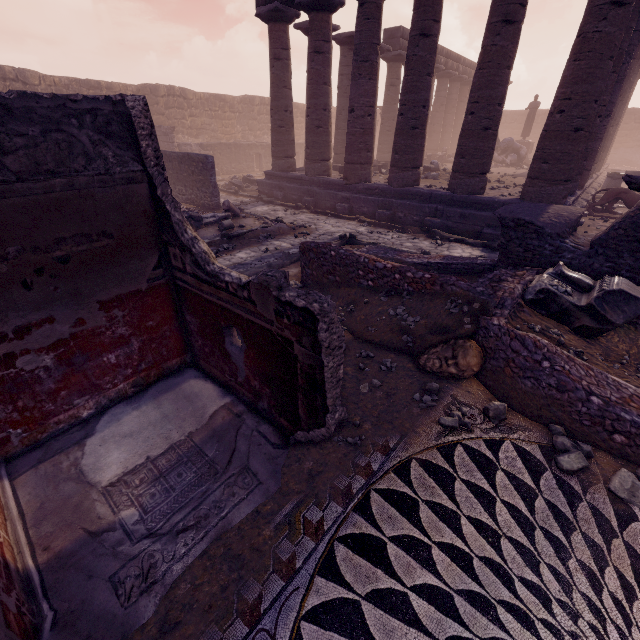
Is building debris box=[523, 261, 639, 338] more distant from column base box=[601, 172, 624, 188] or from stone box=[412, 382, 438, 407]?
column base box=[601, 172, 624, 188]

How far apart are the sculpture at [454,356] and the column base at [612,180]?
16.12m

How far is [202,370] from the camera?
4.0 meters

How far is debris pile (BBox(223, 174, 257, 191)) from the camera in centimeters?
1614cm

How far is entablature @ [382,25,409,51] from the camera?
16.9m

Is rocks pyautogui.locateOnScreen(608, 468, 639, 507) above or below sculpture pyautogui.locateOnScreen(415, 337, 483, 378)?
below

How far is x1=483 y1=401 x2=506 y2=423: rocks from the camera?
3.4 meters

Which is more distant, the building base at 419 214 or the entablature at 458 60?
the entablature at 458 60
